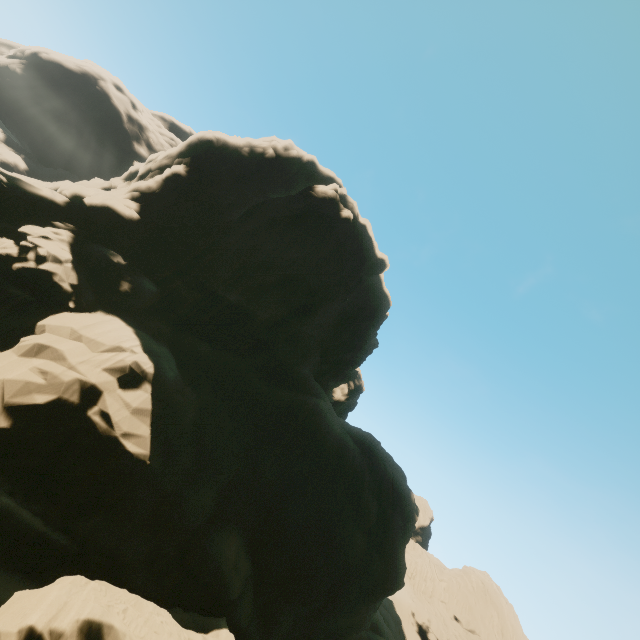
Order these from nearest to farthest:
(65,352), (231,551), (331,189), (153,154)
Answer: (65,352) < (231,551) < (153,154) < (331,189)
